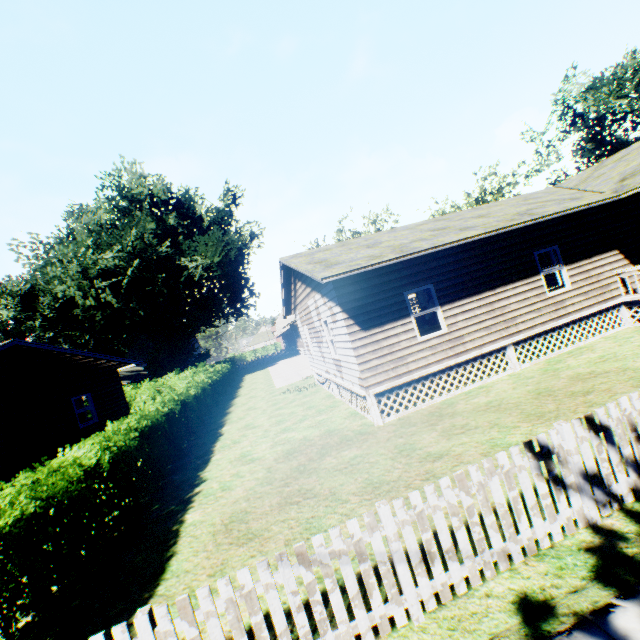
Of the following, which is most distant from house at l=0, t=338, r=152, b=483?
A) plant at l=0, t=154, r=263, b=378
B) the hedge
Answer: plant at l=0, t=154, r=263, b=378

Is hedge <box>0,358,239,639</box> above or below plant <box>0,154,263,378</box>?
below

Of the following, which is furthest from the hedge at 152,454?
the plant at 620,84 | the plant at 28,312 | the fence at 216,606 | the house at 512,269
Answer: the plant at 620,84

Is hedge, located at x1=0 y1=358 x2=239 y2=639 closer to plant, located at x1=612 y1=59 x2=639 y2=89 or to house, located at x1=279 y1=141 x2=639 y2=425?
house, located at x1=279 y1=141 x2=639 y2=425

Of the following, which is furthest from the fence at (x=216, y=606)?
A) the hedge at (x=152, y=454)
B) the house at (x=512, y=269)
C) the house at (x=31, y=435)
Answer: the house at (x=31, y=435)

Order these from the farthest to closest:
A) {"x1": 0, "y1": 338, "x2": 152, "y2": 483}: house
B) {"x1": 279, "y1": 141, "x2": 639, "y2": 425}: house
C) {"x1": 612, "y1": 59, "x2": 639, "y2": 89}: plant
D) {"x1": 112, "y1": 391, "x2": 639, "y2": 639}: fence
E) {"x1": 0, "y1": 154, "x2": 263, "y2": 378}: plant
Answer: {"x1": 612, "y1": 59, "x2": 639, "y2": 89}: plant, {"x1": 0, "y1": 154, "x2": 263, "y2": 378}: plant, {"x1": 0, "y1": 338, "x2": 152, "y2": 483}: house, {"x1": 279, "y1": 141, "x2": 639, "y2": 425}: house, {"x1": 112, "y1": 391, "x2": 639, "y2": 639}: fence

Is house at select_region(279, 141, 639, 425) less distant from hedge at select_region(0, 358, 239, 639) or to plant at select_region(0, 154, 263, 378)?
hedge at select_region(0, 358, 239, 639)

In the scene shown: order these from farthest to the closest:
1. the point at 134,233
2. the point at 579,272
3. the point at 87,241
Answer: the point at 134,233
the point at 87,241
the point at 579,272
